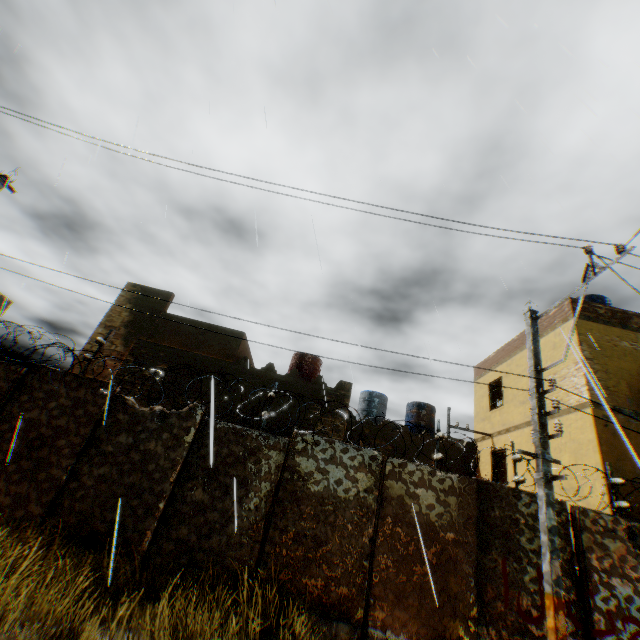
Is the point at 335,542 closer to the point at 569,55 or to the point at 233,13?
the point at 233,13

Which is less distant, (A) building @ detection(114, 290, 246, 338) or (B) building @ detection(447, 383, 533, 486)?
(B) building @ detection(447, 383, 533, 486)

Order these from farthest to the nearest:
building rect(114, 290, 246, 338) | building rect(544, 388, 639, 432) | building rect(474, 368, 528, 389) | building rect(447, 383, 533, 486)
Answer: building rect(114, 290, 246, 338)
building rect(474, 368, 528, 389)
building rect(447, 383, 533, 486)
building rect(544, 388, 639, 432)

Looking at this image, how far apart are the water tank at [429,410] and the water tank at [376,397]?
1.1m

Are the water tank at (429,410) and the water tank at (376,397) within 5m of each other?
yes

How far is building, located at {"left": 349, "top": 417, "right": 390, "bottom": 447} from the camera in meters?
15.1

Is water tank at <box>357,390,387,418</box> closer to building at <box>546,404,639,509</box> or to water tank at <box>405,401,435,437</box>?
water tank at <box>405,401,435,437</box>
